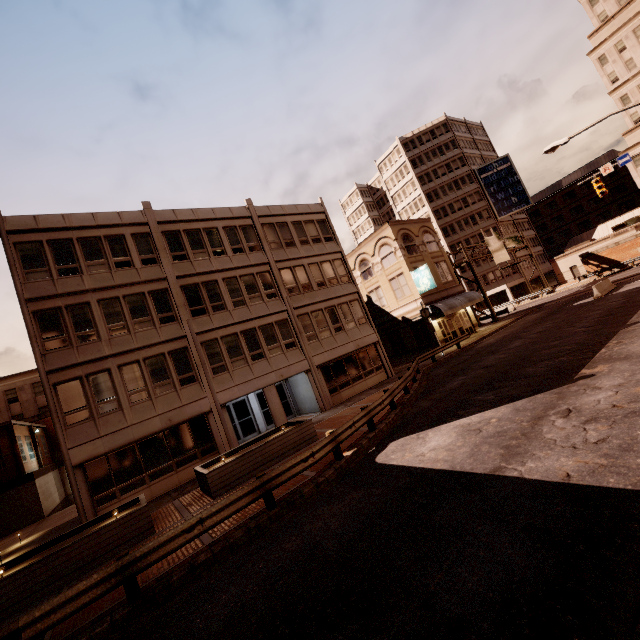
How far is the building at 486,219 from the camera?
59.34m

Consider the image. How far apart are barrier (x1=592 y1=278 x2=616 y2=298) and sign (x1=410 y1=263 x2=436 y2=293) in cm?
1173

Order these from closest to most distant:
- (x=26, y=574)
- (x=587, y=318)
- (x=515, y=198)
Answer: (x=26, y=574), (x=587, y=318), (x=515, y=198)

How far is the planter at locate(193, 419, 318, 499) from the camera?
12.3m

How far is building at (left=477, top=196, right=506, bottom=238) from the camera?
59.34m

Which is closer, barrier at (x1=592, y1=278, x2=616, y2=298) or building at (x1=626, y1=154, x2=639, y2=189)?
barrier at (x1=592, y1=278, x2=616, y2=298)

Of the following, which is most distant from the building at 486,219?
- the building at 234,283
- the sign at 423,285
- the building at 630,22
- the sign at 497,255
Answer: the sign at 423,285
